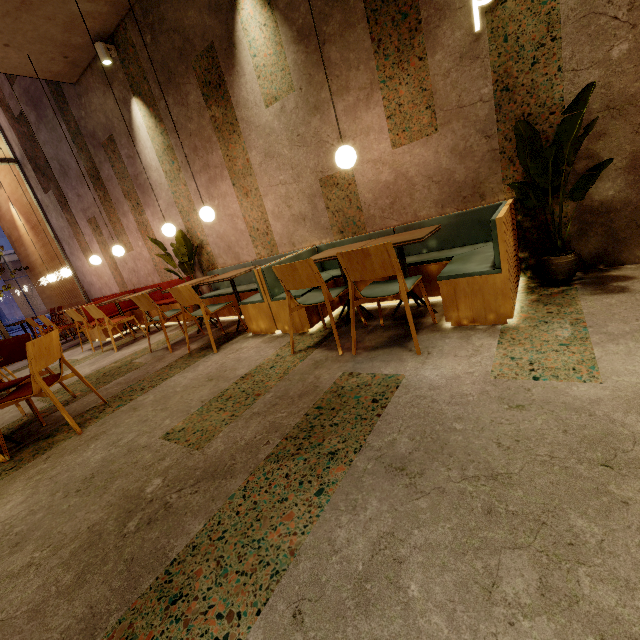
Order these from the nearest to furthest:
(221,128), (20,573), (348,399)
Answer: (20,573) < (348,399) < (221,128)

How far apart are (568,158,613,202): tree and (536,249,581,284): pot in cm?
3

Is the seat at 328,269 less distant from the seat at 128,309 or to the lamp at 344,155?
the seat at 128,309

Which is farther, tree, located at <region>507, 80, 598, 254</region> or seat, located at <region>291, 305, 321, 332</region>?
seat, located at <region>291, 305, 321, 332</region>

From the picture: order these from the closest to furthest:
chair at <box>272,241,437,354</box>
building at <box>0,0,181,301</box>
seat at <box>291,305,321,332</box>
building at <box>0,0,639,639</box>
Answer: building at <box>0,0,639,639</box> < chair at <box>272,241,437,354</box> < seat at <box>291,305,321,332</box> < building at <box>0,0,181,301</box>

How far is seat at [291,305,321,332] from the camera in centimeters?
351cm

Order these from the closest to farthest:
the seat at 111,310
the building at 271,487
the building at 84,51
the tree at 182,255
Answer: the building at 271,487 < the building at 84,51 < the tree at 182,255 < the seat at 111,310

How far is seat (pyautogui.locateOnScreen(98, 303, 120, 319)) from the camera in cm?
Answer: 683
